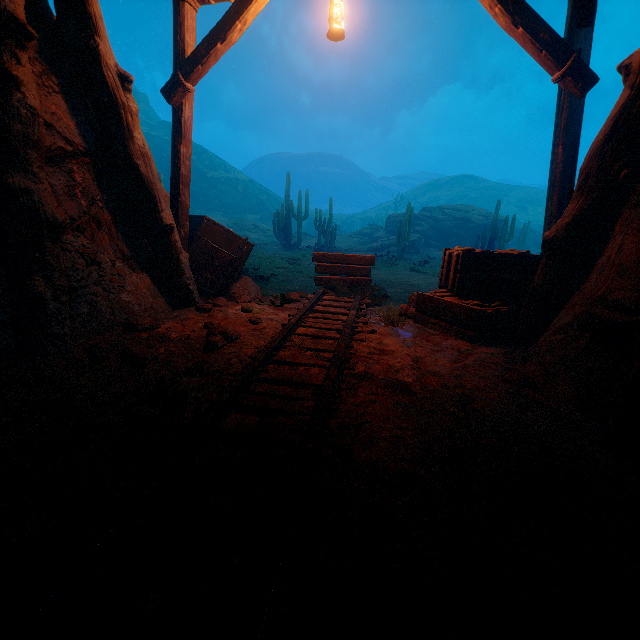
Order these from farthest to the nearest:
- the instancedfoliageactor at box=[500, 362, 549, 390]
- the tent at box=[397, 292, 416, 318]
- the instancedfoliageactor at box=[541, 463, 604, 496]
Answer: the tent at box=[397, 292, 416, 318] < the instancedfoliageactor at box=[500, 362, 549, 390] < the instancedfoliageactor at box=[541, 463, 604, 496]

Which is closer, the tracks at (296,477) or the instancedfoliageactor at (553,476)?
the tracks at (296,477)

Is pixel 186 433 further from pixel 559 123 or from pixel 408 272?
pixel 408 272

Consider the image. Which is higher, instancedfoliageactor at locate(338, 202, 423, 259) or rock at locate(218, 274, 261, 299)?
instancedfoliageactor at locate(338, 202, 423, 259)

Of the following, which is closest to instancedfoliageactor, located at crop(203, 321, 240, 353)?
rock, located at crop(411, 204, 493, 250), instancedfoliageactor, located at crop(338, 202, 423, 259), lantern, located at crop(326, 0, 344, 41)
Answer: lantern, located at crop(326, 0, 344, 41)

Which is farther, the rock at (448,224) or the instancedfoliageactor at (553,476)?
the rock at (448,224)

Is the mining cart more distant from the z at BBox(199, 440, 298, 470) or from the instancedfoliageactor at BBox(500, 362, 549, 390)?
the instancedfoliageactor at BBox(500, 362, 549, 390)

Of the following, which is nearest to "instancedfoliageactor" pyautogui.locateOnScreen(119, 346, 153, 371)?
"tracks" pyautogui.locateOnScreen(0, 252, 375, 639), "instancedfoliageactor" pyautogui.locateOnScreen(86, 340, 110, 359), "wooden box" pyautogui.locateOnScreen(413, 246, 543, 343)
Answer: "instancedfoliageactor" pyautogui.locateOnScreen(86, 340, 110, 359)
